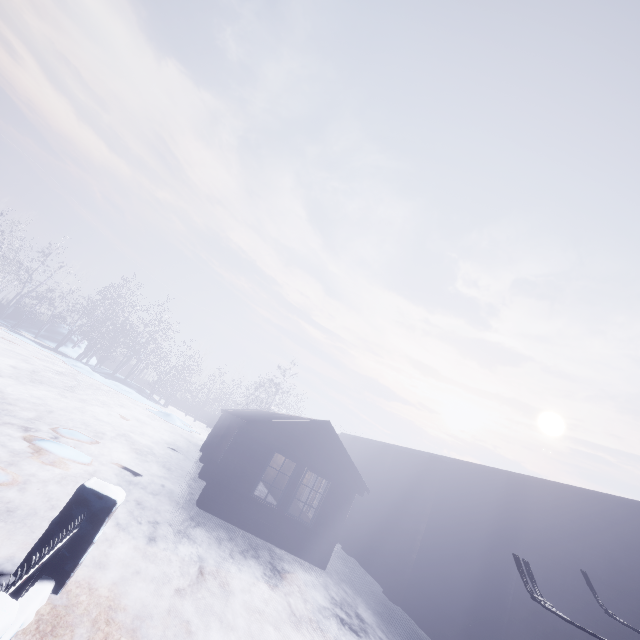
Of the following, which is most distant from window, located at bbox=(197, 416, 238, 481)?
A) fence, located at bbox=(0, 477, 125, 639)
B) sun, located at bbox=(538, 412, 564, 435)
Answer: sun, located at bbox=(538, 412, 564, 435)

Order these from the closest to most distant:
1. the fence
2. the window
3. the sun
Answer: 1. the fence
2. the window
3. the sun

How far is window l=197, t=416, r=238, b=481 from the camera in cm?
1128

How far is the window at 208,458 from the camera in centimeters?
1128cm

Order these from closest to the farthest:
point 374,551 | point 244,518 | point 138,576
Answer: point 138,576 < point 244,518 < point 374,551

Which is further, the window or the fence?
the window

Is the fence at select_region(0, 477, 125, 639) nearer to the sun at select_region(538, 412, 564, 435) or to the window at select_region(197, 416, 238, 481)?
the window at select_region(197, 416, 238, 481)

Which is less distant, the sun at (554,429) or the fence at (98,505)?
the fence at (98,505)
